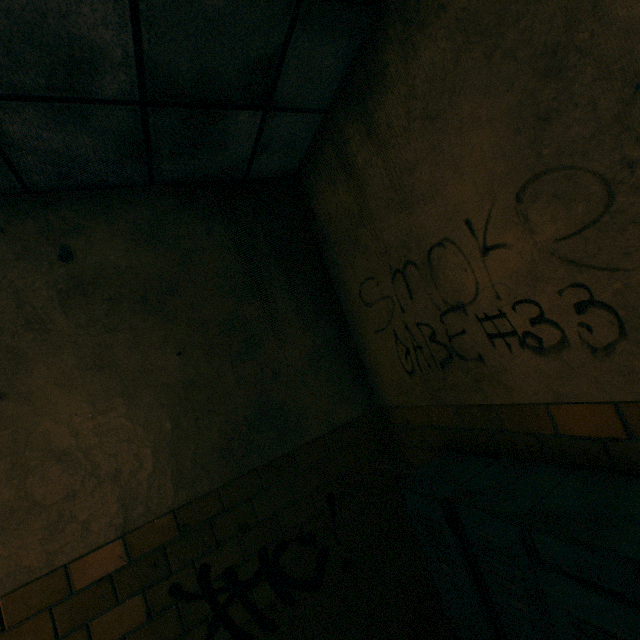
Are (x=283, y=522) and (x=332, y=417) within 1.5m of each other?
yes
